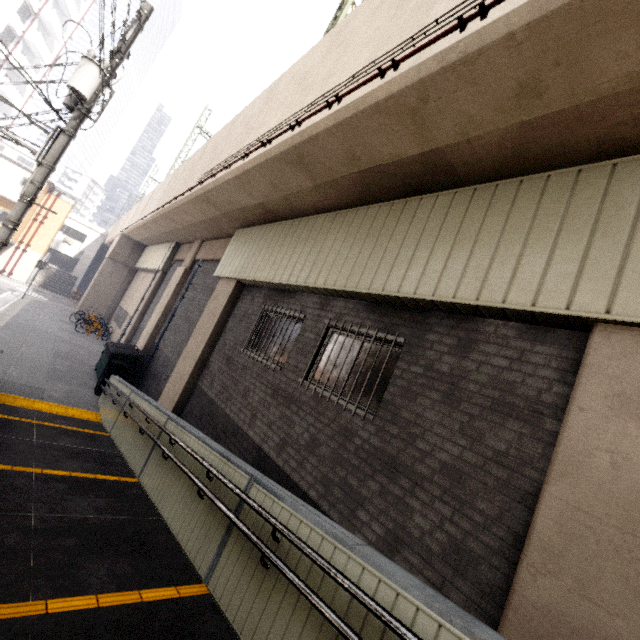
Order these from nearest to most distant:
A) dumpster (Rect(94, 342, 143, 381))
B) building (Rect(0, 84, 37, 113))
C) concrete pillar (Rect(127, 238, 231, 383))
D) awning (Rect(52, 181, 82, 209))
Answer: dumpster (Rect(94, 342, 143, 381))
concrete pillar (Rect(127, 238, 231, 383))
awning (Rect(52, 181, 82, 209))
building (Rect(0, 84, 37, 113))

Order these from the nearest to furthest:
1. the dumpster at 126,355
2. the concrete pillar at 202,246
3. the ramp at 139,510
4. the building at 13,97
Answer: the ramp at 139,510, the dumpster at 126,355, the concrete pillar at 202,246, the building at 13,97

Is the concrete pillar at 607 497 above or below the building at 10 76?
below

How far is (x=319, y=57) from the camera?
6.1 meters

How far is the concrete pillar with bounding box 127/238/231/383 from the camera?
13.0 meters

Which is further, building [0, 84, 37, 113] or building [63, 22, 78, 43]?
building [63, 22, 78, 43]

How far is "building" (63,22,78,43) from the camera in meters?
37.4 m

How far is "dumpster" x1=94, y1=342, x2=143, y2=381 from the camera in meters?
11.9
